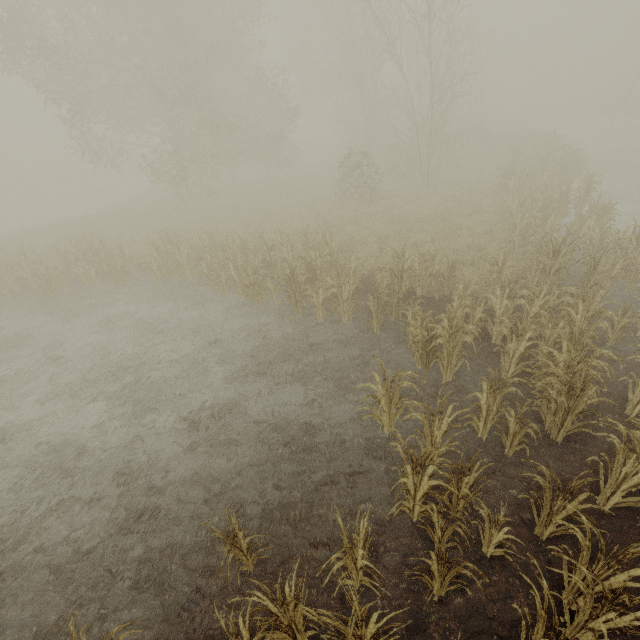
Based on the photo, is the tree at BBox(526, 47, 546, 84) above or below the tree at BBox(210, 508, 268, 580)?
above

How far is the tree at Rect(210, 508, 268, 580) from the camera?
4.1 meters

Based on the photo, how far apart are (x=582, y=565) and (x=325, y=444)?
4.1 meters

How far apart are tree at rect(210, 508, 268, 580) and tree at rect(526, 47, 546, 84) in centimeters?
6847cm

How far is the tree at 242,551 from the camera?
4.1m

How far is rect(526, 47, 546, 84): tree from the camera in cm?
4719

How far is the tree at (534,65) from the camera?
47.2 meters

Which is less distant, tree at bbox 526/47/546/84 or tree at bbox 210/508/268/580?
tree at bbox 210/508/268/580
